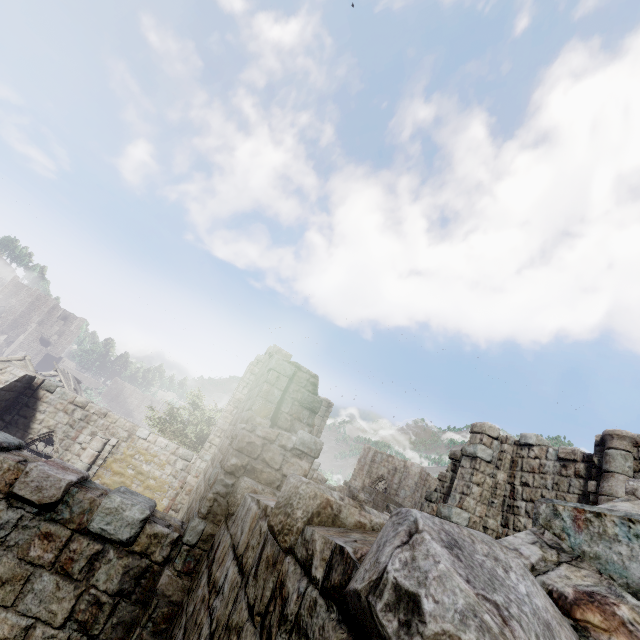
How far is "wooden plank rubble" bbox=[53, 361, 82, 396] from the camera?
27.7 meters

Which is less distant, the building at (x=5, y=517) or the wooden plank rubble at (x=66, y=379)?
the building at (x=5, y=517)

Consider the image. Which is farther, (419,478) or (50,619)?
(419,478)

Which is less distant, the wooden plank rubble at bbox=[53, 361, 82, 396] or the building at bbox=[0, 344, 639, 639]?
the building at bbox=[0, 344, 639, 639]

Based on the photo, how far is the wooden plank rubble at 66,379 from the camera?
27.7 meters
